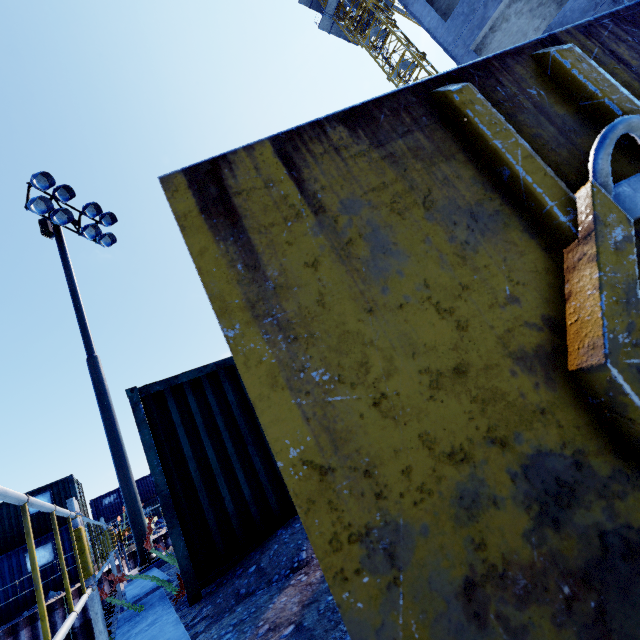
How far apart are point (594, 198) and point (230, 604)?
4.1 meters

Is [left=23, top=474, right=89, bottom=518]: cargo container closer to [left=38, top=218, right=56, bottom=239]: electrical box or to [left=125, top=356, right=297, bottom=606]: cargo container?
[left=125, top=356, right=297, bottom=606]: cargo container

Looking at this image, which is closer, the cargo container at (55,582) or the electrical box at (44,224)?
the electrical box at (44,224)

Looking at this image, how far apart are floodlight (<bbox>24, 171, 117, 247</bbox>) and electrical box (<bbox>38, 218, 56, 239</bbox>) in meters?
0.5 m

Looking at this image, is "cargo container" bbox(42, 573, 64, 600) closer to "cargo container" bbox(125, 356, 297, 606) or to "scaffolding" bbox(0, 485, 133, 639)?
"cargo container" bbox(125, 356, 297, 606)

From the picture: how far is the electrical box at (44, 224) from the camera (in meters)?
10.68

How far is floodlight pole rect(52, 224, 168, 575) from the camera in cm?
771

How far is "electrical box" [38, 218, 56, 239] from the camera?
10.7 meters
